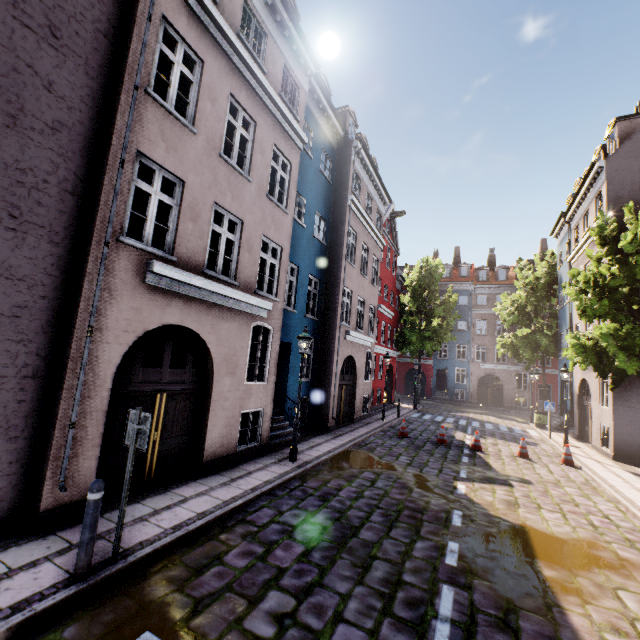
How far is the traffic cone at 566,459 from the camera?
12.02m

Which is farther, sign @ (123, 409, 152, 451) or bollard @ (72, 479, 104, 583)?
sign @ (123, 409, 152, 451)

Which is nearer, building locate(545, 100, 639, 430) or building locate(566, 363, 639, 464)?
building locate(566, 363, 639, 464)

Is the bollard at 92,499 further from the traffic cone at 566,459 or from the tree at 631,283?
the tree at 631,283

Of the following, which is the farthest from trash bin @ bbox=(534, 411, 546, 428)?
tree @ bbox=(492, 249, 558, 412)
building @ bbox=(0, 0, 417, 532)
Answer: tree @ bbox=(492, 249, 558, 412)

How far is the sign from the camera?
4.32m

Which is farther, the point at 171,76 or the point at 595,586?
the point at 171,76

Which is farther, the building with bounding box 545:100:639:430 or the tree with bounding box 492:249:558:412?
the tree with bounding box 492:249:558:412
